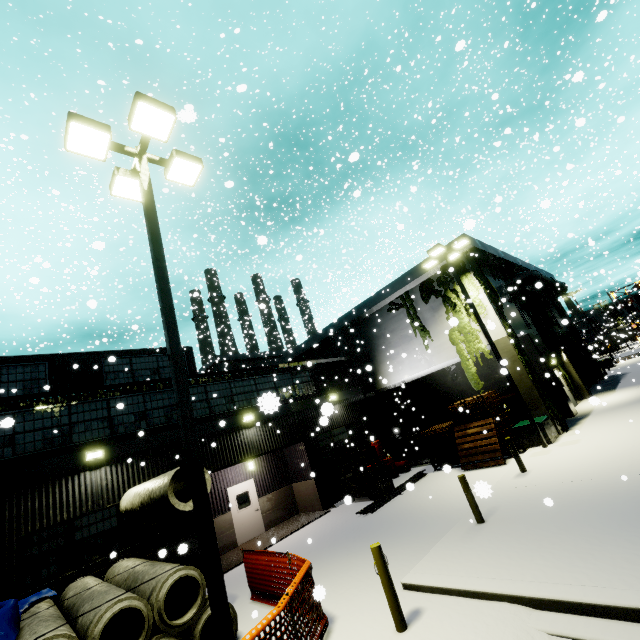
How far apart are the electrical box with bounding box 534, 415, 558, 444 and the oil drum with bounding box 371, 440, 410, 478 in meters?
6.3 m

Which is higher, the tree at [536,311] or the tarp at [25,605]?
the tree at [536,311]

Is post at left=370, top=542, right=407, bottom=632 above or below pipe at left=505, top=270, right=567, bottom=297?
below

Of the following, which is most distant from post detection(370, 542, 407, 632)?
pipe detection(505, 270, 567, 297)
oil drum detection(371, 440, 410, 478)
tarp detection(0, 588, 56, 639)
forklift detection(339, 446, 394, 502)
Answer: pipe detection(505, 270, 567, 297)

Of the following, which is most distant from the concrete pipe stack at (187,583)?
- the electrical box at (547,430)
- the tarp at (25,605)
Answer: the electrical box at (547,430)

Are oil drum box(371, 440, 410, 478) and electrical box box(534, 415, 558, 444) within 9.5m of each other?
yes

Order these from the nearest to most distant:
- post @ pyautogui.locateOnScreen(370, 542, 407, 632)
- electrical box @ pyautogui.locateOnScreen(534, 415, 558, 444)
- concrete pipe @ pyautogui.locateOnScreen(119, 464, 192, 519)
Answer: post @ pyautogui.locateOnScreen(370, 542, 407, 632)
concrete pipe @ pyautogui.locateOnScreen(119, 464, 192, 519)
electrical box @ pyautogui.locateOnScreen(534, 415, 558, 444)

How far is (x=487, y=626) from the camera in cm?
502
